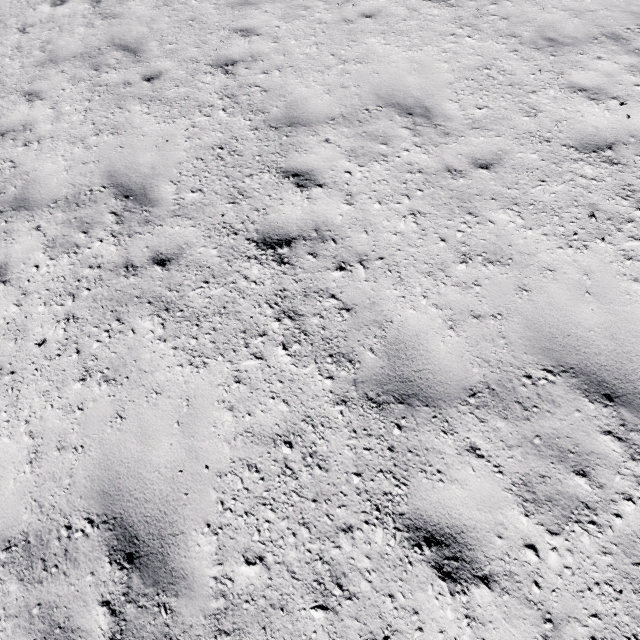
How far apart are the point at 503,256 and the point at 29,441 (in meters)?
5.05
